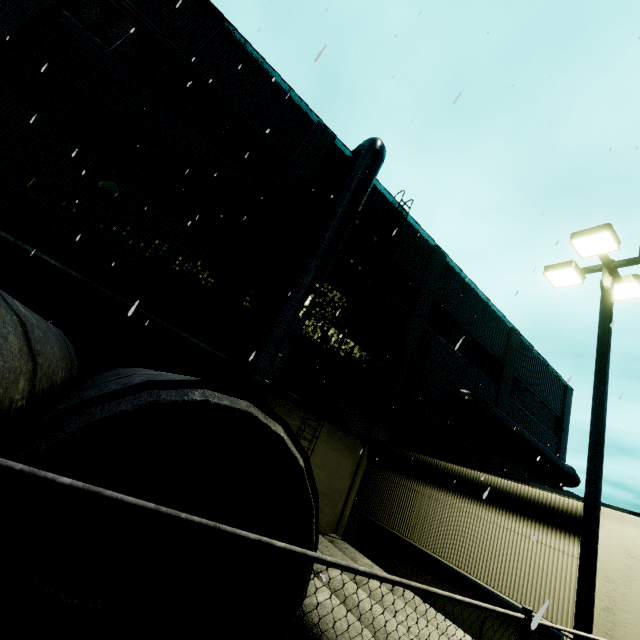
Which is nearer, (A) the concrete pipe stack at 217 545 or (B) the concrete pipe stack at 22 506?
(B) the concrete pipe stack at 22 506

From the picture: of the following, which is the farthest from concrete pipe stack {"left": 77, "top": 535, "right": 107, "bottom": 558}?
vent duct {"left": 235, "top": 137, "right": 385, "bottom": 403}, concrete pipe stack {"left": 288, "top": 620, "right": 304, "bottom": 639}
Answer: vent duct {"left": 235, "top": 137, "right": 385, "bottom": 403}

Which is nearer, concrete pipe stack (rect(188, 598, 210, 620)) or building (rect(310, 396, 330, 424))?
concrete pipe stack (rect(188, 598, 210, 620))

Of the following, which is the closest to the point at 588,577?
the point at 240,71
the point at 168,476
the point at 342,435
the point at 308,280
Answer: the point at 168,476

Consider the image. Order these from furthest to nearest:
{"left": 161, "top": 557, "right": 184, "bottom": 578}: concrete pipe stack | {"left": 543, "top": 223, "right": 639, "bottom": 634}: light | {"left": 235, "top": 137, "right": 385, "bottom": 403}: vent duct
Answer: {"left": 235, "top": 137, "right": 385, "bottom": 403}: vent duct
{"left": 543, "top": 223, "right": 639, "bottom": 634}: light
{"left": 161, "top": 557, "right": 184, "bottom": 578}: concrete pipe stack

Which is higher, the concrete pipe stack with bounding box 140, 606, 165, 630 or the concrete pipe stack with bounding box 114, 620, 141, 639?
the concrete pipe stack with bounding box 140, 606, 165, 630

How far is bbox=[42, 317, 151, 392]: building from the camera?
7.9 meters
